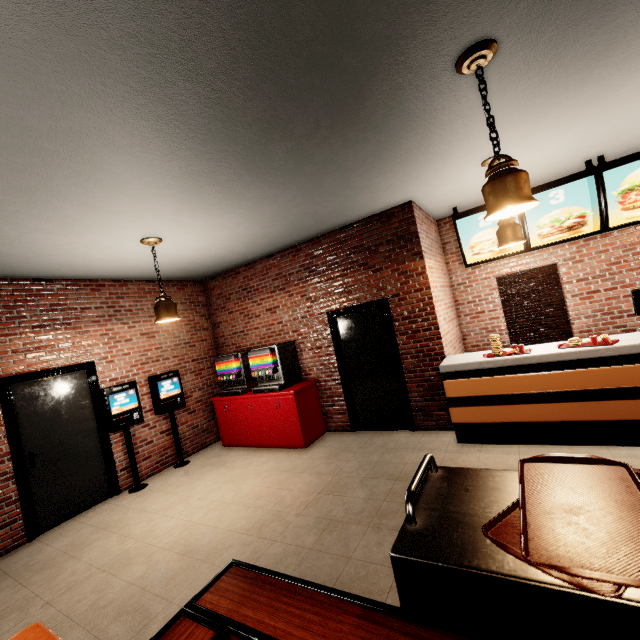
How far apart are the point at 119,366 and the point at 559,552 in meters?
6.2
